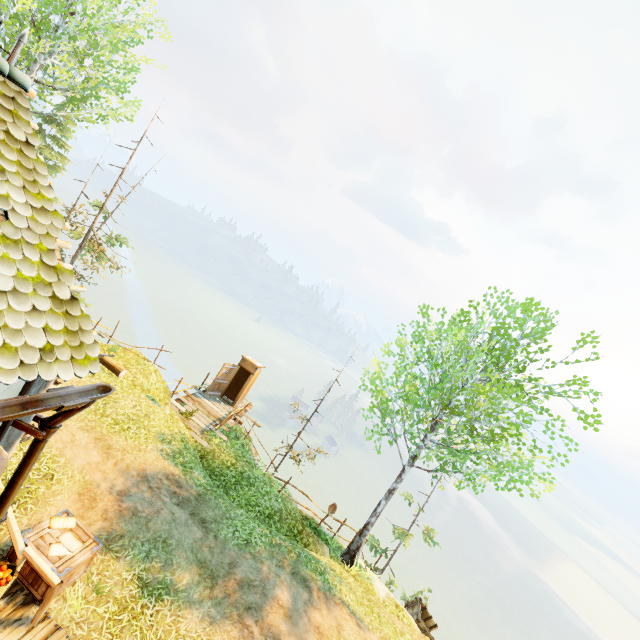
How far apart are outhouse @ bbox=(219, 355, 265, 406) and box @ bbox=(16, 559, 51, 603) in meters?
10.8 m

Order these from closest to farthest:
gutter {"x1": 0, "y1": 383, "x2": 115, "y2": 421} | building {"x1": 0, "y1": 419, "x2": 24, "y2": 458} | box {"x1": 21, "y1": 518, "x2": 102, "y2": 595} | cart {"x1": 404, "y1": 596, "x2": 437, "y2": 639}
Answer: gutter {"x1": 0, "y1": 383, "x2": 115, "y2": 421} → building {"x1": 0, "y1": 419, "x2": 24, "y2": 458} → box {"x1": 21, "y1": 518, "x2": 102, "y2": 595} → cart {"x1": 404, "y1": 596, "x2": 437, "y2": 639}

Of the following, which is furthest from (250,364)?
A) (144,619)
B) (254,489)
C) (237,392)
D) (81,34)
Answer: (81,34)

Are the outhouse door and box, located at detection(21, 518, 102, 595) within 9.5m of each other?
no

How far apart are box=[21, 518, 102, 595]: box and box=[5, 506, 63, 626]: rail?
0.2m

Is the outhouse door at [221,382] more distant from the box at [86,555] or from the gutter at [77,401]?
the gutter at [77,401]

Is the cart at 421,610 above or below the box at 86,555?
below

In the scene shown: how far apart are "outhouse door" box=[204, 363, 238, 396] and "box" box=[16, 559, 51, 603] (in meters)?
10.08
